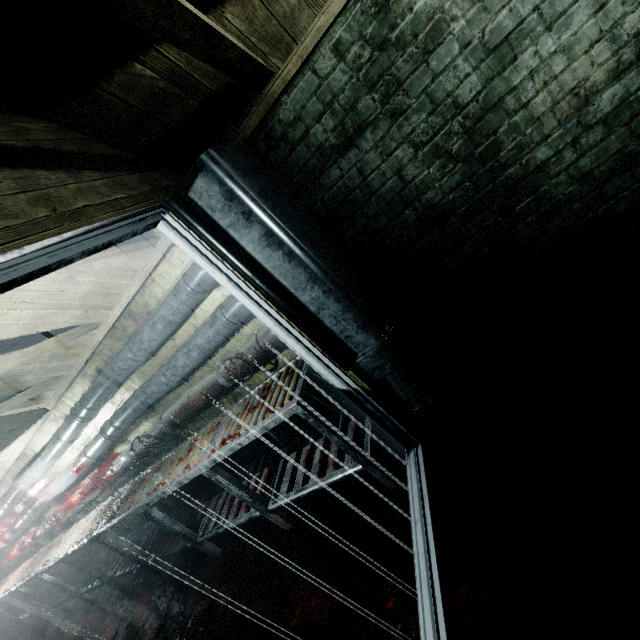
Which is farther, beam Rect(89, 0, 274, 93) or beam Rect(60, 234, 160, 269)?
beam Rect(60, 234, 160, 269)

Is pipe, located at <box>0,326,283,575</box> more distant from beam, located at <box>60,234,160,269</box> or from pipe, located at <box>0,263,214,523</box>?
beam, located at <box>60,234,160,269</box>

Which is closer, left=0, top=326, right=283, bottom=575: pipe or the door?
the door

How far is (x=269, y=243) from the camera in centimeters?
160cm

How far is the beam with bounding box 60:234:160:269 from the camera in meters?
1.7 m

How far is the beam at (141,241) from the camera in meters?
1.7

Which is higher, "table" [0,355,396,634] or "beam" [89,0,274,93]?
"beam" [89,0,274,93]

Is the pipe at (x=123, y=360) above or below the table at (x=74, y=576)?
above
